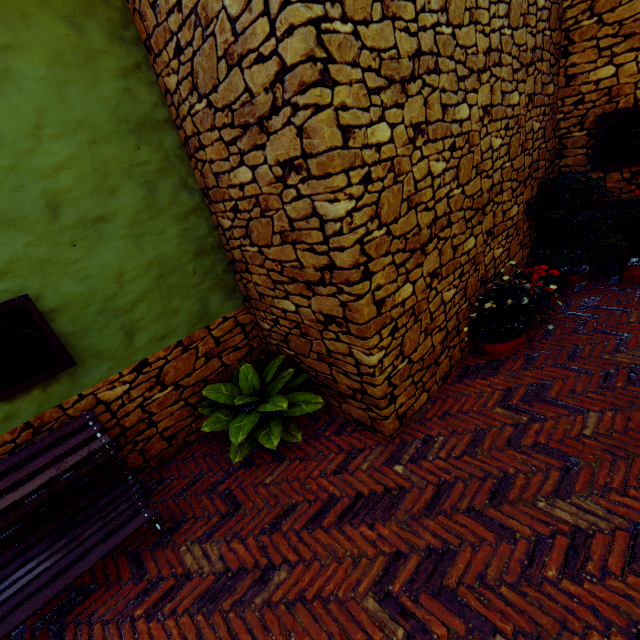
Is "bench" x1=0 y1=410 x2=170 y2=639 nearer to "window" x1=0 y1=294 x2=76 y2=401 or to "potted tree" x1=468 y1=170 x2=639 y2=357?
"window" x1=0 y1=294 x2=76 y2=401

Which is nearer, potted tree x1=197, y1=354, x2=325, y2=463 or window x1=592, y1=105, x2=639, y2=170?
potted tree x1=197, y1=354, x2=325, y2=463

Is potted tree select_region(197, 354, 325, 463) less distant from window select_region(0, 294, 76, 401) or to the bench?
the bench

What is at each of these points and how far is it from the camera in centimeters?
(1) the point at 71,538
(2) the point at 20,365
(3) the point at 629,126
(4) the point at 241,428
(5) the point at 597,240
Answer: (1) bench, 252cm
(2) window, 268cm
(3) window, 418cm
(4) potted tree, 297cm
(5) potted tree, 408cm

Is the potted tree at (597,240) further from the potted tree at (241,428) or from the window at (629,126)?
the potted tree at (241,428)

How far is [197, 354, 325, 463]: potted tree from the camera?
3.0 meters

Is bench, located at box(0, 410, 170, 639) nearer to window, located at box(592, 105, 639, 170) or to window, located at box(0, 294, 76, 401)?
window, located at box(0, 294, 76, 401)

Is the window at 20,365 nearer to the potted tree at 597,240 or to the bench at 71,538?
the bench at 71,538
